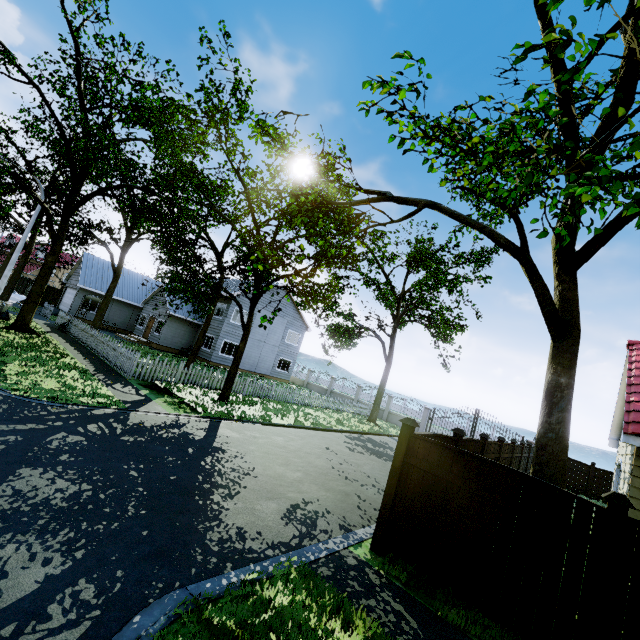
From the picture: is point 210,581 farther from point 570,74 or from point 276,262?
point 276,262

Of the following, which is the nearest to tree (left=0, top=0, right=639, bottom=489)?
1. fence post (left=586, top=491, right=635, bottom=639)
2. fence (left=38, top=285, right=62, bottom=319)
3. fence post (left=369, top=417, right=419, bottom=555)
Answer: fence (left=38, top=285, right=62, bottom=319)

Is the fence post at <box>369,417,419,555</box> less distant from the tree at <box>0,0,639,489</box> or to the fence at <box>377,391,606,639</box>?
the fence at <box>377,391,606,639</box>

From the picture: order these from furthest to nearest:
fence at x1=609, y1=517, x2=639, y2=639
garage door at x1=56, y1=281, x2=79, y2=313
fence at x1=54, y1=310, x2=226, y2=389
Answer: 1. garage door at x1=56, y1=281, x2=79, y2=313
2. fence at x1=54, y1=310, x2=226, y2=389
3. fence at x1=609, y1=517, x2=639, y2=639

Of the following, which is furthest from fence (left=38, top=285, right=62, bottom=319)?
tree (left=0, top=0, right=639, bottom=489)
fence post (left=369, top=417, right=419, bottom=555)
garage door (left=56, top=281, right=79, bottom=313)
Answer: garage door (left=56, top=281, right=79, bottom=313)

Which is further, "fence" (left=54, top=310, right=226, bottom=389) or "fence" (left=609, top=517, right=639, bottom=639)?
"fence" (left=54, top=310, right=226, bottom=389)

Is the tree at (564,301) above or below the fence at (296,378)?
above

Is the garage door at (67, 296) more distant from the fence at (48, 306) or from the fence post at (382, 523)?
the fence post at (382, 523)
